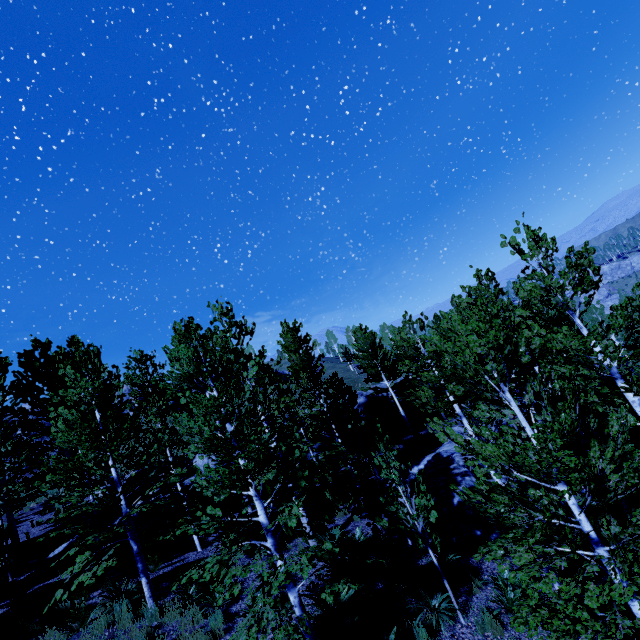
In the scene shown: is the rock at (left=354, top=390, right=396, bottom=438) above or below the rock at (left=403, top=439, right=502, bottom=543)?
above

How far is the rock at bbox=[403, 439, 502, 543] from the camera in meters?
11.5

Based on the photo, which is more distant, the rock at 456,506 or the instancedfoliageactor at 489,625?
the rock at 456,506

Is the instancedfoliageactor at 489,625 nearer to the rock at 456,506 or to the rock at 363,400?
the rock at 363,400

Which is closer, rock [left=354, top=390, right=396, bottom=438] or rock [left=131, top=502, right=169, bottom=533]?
rock [left=131, top=502, right=169, bottom=533]

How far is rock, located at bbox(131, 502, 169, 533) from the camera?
15.0m

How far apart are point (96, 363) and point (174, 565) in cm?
790

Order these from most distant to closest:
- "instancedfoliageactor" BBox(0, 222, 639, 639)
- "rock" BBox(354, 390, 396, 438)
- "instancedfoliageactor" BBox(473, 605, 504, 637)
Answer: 1. "rock" BBox(354, 390, 396, 438)
2. "instancedfoliageactor" BBox(473, 605, 504, 637)
3. "instancedfoliageactor" BBox(0, 222, 639, 639)
